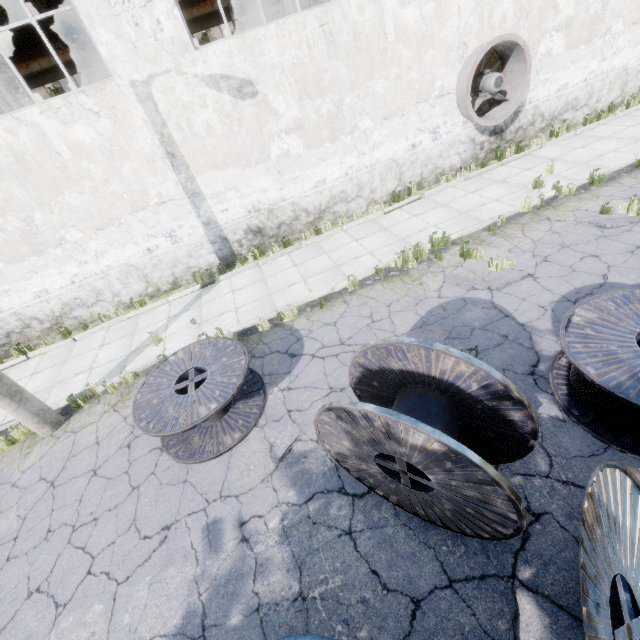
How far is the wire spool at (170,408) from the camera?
4.92m

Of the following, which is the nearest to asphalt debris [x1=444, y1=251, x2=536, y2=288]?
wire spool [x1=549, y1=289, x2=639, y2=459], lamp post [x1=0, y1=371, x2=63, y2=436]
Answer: wire spool [x1=549, y1=289, x2=639, y2=459]

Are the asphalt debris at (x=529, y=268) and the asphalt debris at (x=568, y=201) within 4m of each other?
yes

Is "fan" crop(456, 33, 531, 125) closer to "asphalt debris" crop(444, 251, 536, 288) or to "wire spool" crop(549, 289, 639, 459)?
"asphalt debris" crop(444, 251, 536, 288)

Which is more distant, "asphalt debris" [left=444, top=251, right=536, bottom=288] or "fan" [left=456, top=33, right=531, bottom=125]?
"fan" [left=456, top=33, right=531, bottom=125]

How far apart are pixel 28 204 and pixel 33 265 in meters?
1.7 m

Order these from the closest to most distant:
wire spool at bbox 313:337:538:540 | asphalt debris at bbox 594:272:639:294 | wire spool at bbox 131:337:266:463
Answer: wire spool at bbox 313:337:538:540
wire spool at bbox 131:337:266:463
asphalt debris at bbox 594:272:639:294

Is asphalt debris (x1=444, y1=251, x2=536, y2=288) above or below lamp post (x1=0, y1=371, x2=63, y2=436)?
below
